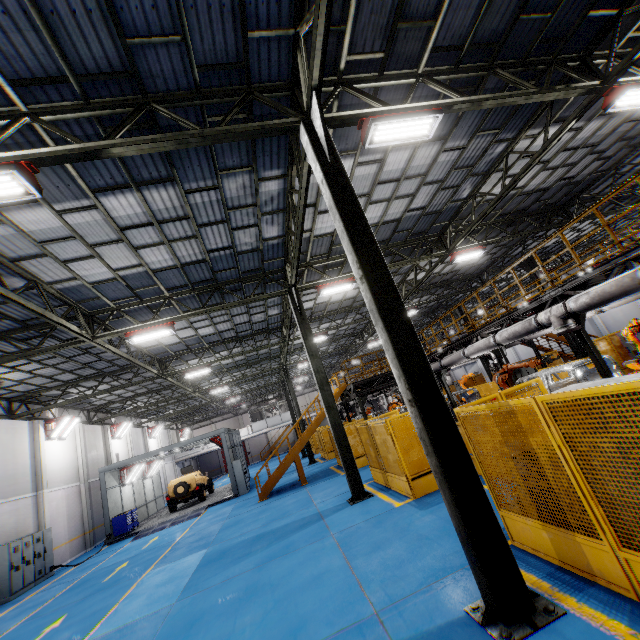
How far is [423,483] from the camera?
9.2 meters

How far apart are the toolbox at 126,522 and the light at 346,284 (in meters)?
18.94

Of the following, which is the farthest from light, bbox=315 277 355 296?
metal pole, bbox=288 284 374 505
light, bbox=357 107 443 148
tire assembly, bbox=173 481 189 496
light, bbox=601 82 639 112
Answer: tire assembly, bbox=173 481 189 496

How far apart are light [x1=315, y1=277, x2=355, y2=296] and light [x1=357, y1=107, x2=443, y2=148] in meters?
7.0

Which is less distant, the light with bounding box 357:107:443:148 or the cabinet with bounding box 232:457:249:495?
the light with bounding box 357:107:443:148

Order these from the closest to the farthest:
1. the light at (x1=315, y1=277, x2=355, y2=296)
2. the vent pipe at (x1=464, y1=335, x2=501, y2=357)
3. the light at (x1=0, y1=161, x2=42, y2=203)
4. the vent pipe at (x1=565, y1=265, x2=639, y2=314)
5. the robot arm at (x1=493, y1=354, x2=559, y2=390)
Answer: the light at (x1=0, y1=161, x2=42, y2=203) → the vent pipe at (x1=565, y1=265, x2=639, y2=314) → the robot arm at (x1=493, y1=354, x2=559, y2=390) → the vent pipe at (x1=464, y1=335, x2=501, y2=357) → the light at (x1=315, y1=277, x2=355, y2=296)

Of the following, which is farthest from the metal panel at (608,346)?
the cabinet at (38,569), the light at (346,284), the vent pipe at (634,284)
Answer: the cabinet at (38,569)

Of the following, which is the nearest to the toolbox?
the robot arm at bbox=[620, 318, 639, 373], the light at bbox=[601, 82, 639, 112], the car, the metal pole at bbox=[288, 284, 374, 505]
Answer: the car
